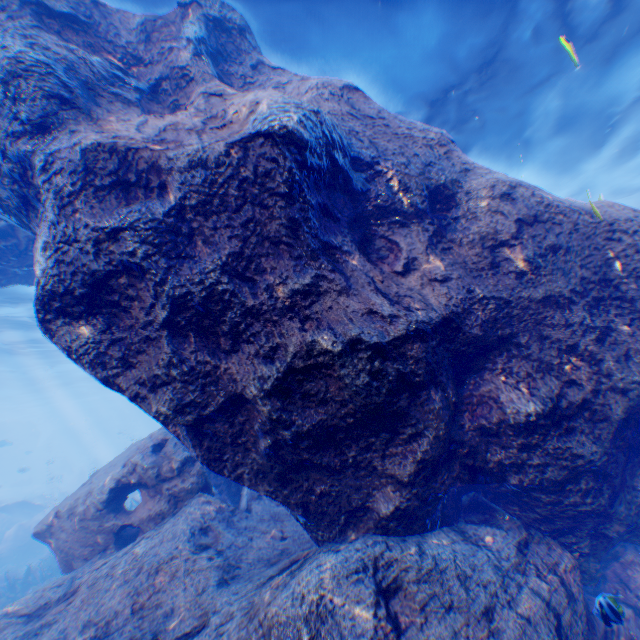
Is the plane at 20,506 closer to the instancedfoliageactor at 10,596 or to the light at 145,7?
the instancedfoliageactor at 10,596

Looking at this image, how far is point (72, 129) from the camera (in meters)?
A: 4.02

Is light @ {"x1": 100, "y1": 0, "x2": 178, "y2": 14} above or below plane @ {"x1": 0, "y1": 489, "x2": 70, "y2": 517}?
above

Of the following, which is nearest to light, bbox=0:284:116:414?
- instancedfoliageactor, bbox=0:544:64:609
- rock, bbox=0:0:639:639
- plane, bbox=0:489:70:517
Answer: rock, bbox=0:0:639:639

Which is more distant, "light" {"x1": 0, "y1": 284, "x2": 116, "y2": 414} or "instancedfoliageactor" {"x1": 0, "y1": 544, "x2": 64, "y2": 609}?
"light" {"x1": 0, "y1": 284, "x2": 116, "y2": 414}

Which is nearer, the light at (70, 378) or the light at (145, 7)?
the light at (145, 7)

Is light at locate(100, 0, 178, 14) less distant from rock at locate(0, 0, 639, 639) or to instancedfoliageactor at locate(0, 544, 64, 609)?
rock at locate(0, 0, 639, 639)

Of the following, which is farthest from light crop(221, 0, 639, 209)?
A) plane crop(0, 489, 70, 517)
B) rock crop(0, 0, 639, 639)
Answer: plane crop(0, 489, 70, 517)
